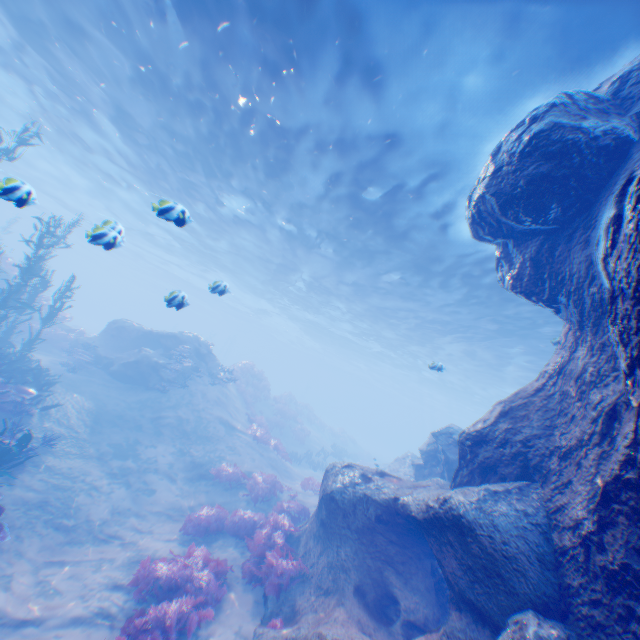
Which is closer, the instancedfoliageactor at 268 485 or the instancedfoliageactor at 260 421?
the instancedfoliageactor at 268 485

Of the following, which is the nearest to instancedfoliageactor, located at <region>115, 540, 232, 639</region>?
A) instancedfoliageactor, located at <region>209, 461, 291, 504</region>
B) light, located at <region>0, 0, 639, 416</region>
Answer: instancedfoliageactor, located at <region>209, 461, 291, 504</region>

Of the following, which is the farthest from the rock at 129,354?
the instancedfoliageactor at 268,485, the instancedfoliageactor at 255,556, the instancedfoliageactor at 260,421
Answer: the instancedfoliageactor at 260,421

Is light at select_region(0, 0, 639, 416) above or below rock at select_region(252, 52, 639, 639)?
above

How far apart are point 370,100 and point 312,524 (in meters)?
12.67

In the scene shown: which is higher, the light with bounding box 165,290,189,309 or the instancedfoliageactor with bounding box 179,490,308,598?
the light with bounding box 165,290,189,309

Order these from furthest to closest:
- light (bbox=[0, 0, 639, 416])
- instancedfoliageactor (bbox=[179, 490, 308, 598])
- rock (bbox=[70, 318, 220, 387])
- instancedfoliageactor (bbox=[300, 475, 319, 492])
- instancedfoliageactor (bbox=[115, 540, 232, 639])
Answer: rock (bbox=[70, 318, 220, 387]) < instancedfoliageactor (bbox=[300, 475, 319, 492]) < instancedfoliageactor (bbox=[179, 490, 308, 598]) < light (bbox=[0, 0, 639, 416]) < instancedfoliageactor (bbox=[115, 540, 232, 639])

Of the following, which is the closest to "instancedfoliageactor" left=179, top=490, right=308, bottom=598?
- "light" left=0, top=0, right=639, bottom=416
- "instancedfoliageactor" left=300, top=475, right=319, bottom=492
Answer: "instancedfoliageactor" left=300, top=475, right=319, bottom=492
